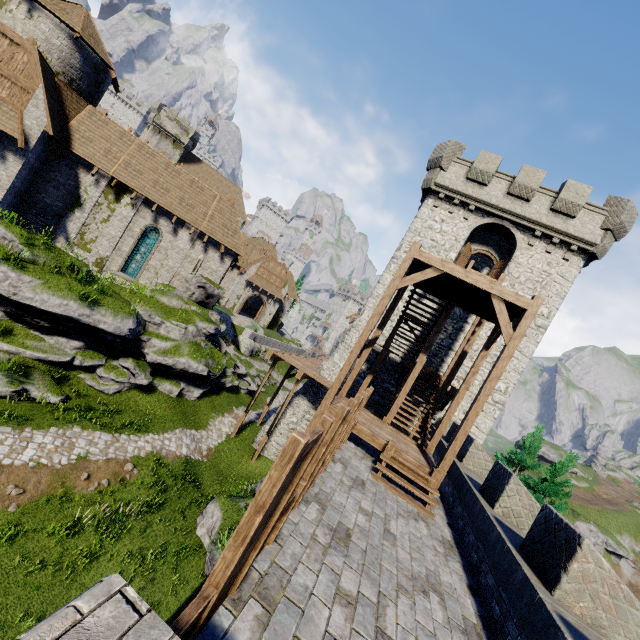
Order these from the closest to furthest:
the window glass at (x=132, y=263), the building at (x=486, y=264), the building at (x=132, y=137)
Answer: the building at (x=132, y=137) → the window glass at (x=132, y=263) → the building at (x=486, y=264)

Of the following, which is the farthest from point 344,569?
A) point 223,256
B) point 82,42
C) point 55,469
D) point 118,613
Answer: point 82,42

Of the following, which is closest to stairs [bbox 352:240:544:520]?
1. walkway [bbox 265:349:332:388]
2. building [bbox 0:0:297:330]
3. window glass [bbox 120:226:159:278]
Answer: walkway [bbox 265:349:332:388]

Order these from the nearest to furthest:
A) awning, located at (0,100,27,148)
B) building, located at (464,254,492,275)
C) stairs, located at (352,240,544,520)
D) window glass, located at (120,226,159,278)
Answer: stairs, located at (352,240,544,520)
awning, located at (0,100,27,148)
window glass, located at (120,226,159,278)
building, located at (464,254,492,275)

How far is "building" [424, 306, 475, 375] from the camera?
19.1 meters

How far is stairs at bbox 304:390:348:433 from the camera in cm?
1026

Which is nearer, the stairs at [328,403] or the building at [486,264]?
the stairs at [328,403]
